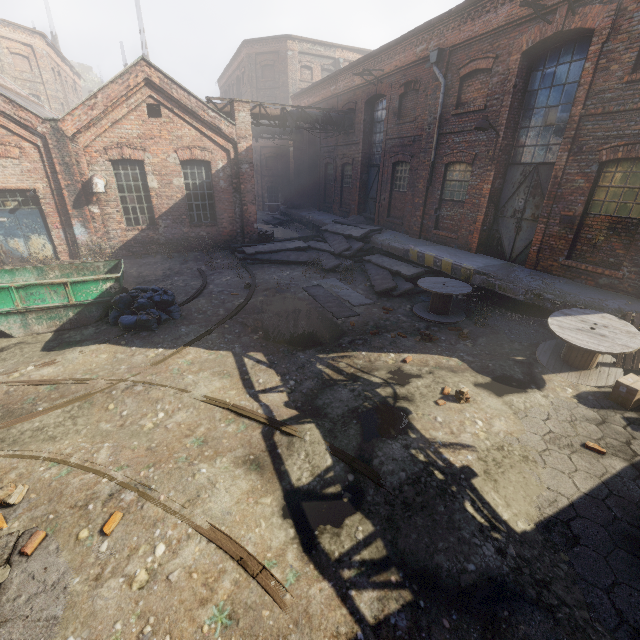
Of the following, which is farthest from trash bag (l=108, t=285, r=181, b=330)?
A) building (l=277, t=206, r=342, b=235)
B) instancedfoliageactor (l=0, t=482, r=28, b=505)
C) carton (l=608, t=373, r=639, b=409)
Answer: carton (l=608, t=373, r=639, b=409)

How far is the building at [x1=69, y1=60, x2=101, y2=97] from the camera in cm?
4721

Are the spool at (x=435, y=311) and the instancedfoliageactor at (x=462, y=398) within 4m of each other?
yes

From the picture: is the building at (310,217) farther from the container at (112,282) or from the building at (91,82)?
the building at (91,82)

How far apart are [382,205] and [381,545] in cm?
1515

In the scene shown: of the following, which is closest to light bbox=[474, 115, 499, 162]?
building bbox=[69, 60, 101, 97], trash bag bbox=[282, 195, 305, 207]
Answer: trash bag bbox=[282, 195, 305, 207]

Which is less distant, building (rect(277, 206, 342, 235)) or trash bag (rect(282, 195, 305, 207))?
building (rect(277, 206, 342, 235))

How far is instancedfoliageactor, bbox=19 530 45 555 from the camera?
3.6 meters
